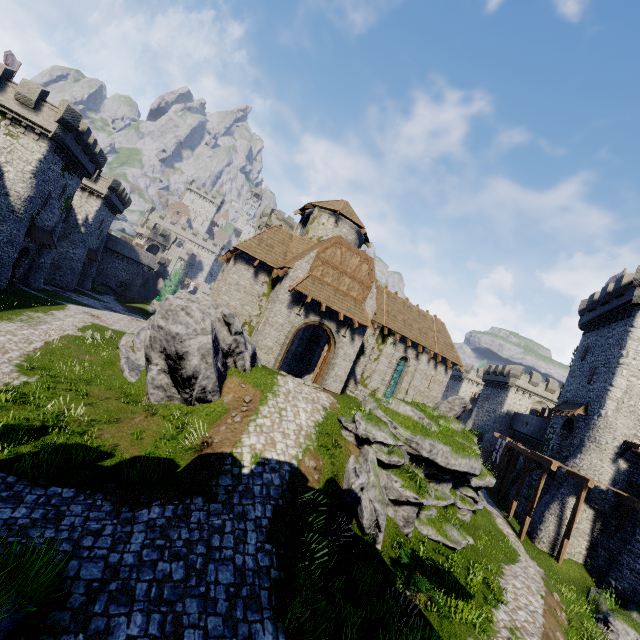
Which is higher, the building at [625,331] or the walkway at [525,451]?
the building at [625,331]

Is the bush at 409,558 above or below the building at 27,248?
below

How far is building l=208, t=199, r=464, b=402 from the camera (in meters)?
19.53

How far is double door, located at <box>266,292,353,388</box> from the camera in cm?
1914

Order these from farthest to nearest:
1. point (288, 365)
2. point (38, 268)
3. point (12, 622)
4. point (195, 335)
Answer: point (38, 268) → point (288, 365) → point (195, 335) → point (12, 622)

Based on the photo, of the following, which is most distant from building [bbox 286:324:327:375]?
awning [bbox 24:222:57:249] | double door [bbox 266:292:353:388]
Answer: awning [bbox 24:222:57:249]

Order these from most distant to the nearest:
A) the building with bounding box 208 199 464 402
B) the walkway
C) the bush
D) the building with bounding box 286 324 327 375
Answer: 1. the building with bounding box 286 324 327 375
2. the walkway
3. the building with bounding box 208 199 464 402
4. the bush

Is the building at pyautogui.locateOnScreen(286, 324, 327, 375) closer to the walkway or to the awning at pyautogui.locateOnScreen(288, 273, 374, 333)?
the awning at pyautogui.locateOnScreen(288, 273, 374, 333)
